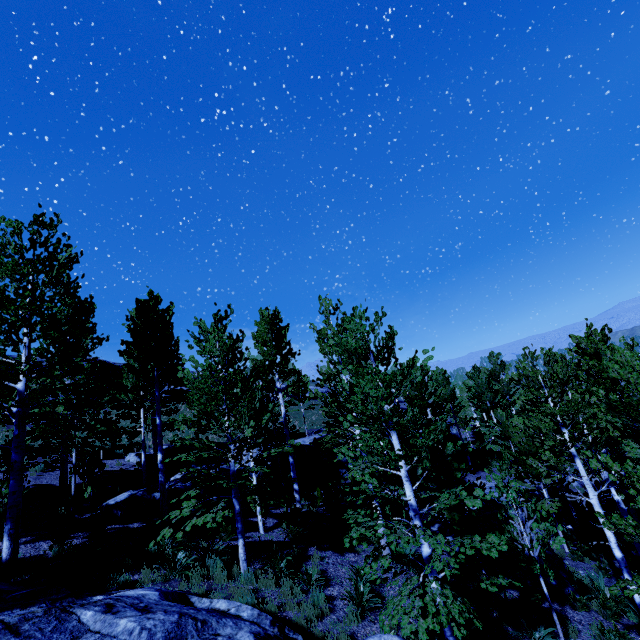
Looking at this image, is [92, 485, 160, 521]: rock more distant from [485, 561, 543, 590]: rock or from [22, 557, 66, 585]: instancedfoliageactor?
[485, 561, 543, 590]: rock

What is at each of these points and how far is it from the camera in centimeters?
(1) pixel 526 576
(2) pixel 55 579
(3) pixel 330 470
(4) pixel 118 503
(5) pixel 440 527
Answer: (1) rock, 1137cm
(2) instancedfoliageactor, 816cm
(3) rock, 2134cm
(4) rock, 1264cm
(5) rock, 1511cm

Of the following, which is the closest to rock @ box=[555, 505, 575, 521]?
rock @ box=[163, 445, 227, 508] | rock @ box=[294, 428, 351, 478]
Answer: rock @ box=[294, 428, 351, 478]

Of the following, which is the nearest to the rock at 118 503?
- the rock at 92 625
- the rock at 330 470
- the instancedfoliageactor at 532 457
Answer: the rock at 330 470

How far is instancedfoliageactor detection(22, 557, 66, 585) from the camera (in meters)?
Answer: 8.18

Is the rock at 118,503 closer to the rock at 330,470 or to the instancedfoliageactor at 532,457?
the rock at 330,470

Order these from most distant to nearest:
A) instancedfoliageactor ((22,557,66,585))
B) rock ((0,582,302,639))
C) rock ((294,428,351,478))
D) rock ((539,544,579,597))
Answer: rock ((294,428,351,478)) < rock ((539,544,579,597)) < instancedfoliageactor ((22,557,66,585)) < rock ((0,582,302,639))

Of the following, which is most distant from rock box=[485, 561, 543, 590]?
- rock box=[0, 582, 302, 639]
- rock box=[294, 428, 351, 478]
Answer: rock box=[0, 582, 302, 639]
